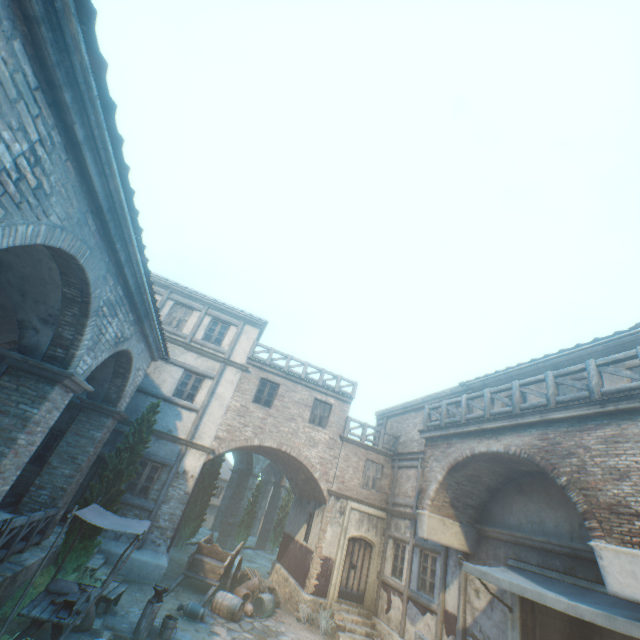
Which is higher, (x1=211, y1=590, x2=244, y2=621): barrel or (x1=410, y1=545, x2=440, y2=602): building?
(x1=410, y1=545, x2=440, y2=602): building

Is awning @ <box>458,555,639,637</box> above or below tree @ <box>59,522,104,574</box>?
above

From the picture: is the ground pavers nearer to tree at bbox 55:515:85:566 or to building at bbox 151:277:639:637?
tree at bbox 55:515:85:566

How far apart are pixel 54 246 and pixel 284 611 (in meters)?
16.08

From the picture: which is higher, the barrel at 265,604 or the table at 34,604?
the table at 34,604

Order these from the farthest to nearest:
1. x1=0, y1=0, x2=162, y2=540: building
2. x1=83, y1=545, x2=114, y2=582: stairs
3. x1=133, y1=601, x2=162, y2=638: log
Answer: x1=83, y1=545, x2=114, y2=582: stairs < x1=133, y1=601, x2=162, y2=638: log < x1=0, y1=0, x2=162, y2=540: building

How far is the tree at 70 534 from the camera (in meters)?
9.41

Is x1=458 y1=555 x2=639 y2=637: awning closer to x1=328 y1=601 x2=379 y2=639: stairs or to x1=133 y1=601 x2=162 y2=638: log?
x1=328 y1=601 x2=379 y2=639: stairs
